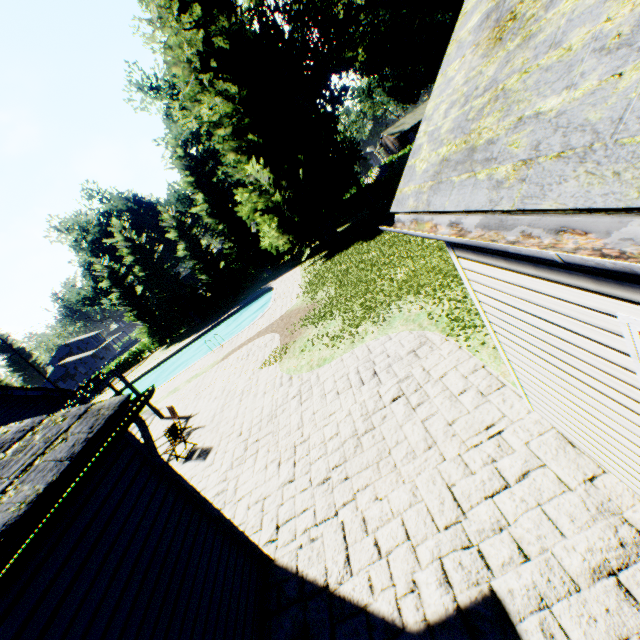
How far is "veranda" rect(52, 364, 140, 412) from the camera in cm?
1196

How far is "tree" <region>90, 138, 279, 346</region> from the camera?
33.9m

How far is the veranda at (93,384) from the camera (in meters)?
11.96

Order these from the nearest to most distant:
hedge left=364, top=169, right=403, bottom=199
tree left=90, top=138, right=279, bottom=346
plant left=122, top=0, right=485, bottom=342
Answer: plant left=122, top=0, right=485, bottom=342
hedge left=364, top=169, right=403, bottom=199
tree left=90, top=138, right=279, bottom=346

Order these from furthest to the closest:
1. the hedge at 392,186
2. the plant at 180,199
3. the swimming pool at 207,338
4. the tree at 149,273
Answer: the plant at 180,199 < the tree at 149,273 < the swimming pool at 207,338 < the hedge at 392,186

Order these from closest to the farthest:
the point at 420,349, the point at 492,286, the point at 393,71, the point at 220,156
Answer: the point at 492,286
the point at 420,349
the point at 220,156
the point at 393,71

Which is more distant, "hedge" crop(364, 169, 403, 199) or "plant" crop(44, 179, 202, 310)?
"plant" crop(44, 179, 202, 310)

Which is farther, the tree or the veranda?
the tree
